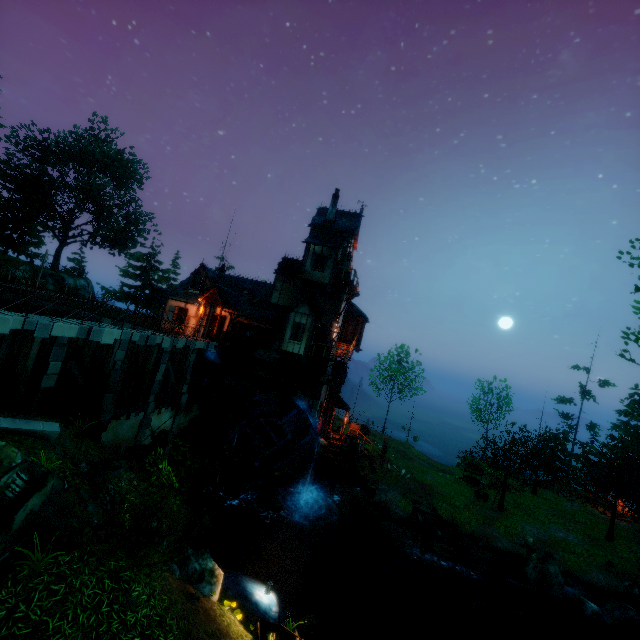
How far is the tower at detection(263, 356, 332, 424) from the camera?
24.3 meters

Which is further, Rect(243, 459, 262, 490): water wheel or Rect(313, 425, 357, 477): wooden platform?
Rect(313, 425, 357, 477): wooden platform

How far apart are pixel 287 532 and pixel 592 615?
17.1 meters

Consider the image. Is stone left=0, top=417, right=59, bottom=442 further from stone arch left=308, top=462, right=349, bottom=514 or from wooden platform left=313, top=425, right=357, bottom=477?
wooden platform left=313, top=425, right=357, bottom=477

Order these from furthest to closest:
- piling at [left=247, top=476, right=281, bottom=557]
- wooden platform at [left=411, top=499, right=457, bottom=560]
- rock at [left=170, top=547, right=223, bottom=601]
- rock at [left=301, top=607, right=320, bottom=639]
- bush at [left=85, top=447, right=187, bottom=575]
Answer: piling at [left=247, top=476, right=281, bottom=557] < wooden platform at [left=411, top=499, right=457, bottom=560] < rock at [left=301, top=607, right=320, bottom=639] < rock at [left=170, top=547, right=223, bottom=601] < bush at [left=85, top=447, right=187, bottom=575]

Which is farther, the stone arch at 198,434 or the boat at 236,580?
the stone arch at 198,434

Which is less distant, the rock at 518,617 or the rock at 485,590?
the rock at 518,617

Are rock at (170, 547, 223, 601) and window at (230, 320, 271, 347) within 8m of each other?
no
